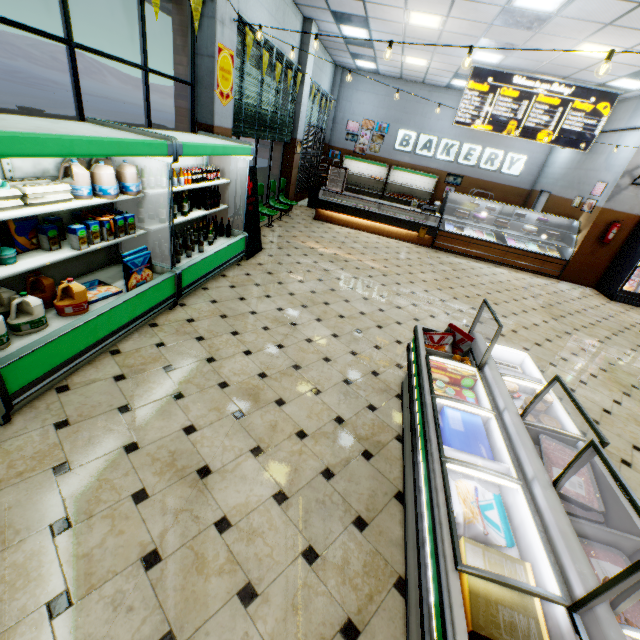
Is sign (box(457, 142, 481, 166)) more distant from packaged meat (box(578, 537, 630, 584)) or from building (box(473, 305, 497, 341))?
packaged meat (box(578, 537, 630, 584))

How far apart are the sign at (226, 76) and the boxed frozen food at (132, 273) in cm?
313

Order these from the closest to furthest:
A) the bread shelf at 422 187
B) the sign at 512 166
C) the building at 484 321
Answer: the building at 484 321 < the sign at 512 166 < the bread shelf at 422 187

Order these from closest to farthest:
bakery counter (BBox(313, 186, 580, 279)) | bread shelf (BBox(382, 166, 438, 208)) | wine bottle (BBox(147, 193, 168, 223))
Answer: wine bottle (BBox(147, 193, 168, 223)) < bakery counter (BBox(313, 186, 580, 279)) < bread shelf (BBox(382, 166, 438, 208))

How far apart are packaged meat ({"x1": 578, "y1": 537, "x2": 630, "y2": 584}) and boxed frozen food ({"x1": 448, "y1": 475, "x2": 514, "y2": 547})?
0.34m

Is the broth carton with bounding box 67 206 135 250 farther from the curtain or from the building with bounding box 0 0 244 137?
the curtain

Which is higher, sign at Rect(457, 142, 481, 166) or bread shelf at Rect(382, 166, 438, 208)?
sign at Rect(457, 142, 481, 166)

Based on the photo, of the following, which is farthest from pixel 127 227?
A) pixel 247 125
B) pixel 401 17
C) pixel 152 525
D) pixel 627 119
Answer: pixel 627 119
